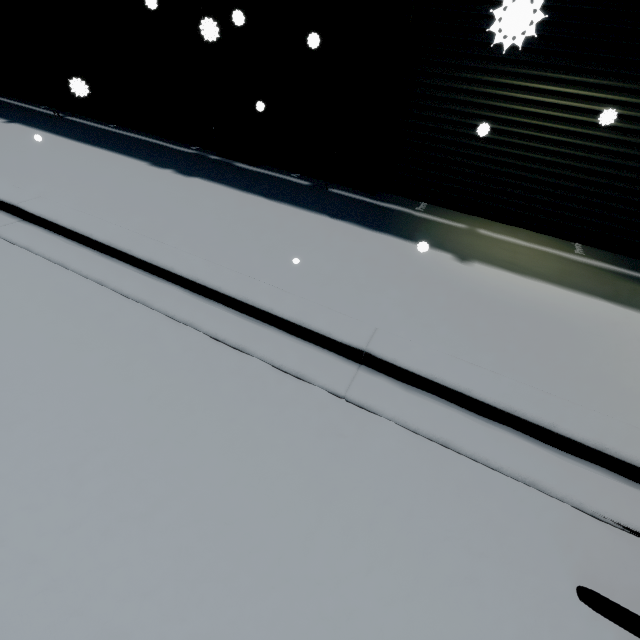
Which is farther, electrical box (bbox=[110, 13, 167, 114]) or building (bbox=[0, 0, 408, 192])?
electrical box (bbox=[110, 13, 167, 114])

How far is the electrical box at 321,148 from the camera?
5.3m

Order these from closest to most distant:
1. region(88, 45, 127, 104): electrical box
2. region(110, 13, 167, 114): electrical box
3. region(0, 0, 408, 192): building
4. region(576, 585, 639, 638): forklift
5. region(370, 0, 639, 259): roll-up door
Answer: region(576, 585, 639, 638): forklift → region(370, 0, 639, 259): roll-up door → region(0, 0, 408, 192): building → region(110, 13, 167, 114): electrical box → region(88, 45, 127, 104): electrical box

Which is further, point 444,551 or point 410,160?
point 410,160

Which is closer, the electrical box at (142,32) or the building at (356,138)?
the building at (356,138)

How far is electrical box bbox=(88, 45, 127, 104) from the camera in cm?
675

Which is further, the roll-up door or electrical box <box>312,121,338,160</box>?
electrical box <box>312,121,338,160</box>
